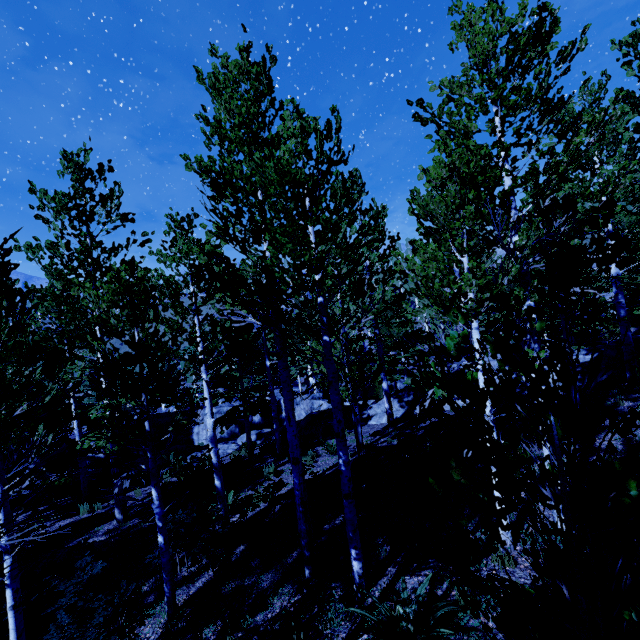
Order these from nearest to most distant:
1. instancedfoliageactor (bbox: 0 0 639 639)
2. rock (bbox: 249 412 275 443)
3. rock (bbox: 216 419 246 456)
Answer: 1. instancedfoliageactor (bbox: 0 0 639 639)
2. rock (bbox: 216 419 246 456)
3. rock (bbox: 249 412 275 443)

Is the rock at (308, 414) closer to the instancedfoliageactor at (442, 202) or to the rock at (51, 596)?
the instancedfoliageactor at (442, 202)

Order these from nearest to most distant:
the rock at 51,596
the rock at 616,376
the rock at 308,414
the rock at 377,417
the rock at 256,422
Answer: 1. the rock at 51,596
2. the rock at 616,376
3. the rock at 377,417
4. the rock at 308,414
5. the rock at 256,422

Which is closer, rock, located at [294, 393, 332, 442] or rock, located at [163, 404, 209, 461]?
rock, located at [294, 393, 332, 442]

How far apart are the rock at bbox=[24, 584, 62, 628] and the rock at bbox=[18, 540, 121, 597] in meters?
0.1 m

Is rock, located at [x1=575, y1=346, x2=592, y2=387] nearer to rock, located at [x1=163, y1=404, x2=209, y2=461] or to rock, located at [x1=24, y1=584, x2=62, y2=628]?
rock, located at [x1=163, y1=404, x2=209, y2=461]

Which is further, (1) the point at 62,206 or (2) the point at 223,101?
(1) the point at 62,206

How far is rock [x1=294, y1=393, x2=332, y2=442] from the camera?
16.4m
